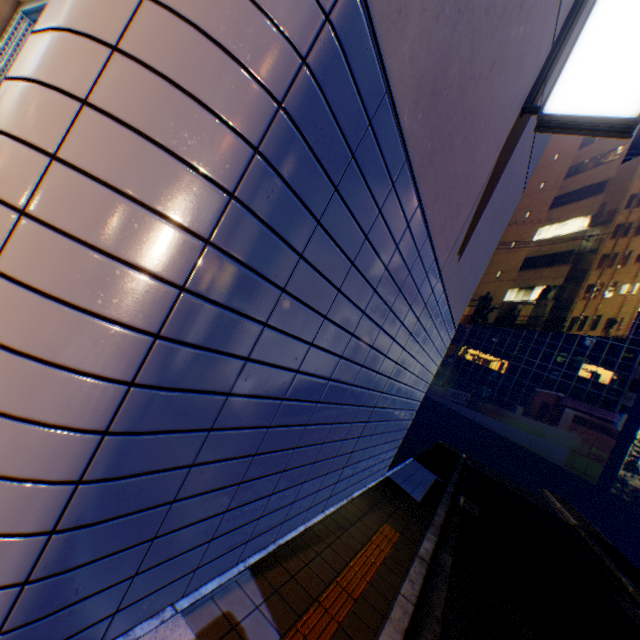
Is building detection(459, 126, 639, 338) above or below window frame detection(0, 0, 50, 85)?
above

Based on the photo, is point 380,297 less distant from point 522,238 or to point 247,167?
point 247,167

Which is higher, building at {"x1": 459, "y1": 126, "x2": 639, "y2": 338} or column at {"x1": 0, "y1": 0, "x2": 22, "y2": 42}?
building at {"x1": 459, "y1": 126, "x2": 639, "y2": 338}

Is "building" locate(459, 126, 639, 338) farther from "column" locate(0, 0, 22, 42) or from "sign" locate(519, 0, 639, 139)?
"column" locate(0, 0, 22, 42)

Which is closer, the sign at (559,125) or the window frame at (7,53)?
the window frame at (7,53)

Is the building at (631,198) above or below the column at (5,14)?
above

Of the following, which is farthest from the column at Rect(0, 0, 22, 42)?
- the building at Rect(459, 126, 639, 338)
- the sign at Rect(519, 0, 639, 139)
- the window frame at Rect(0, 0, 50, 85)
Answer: the building at Rect(459, 126, 639, 338)

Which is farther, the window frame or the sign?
the sign
